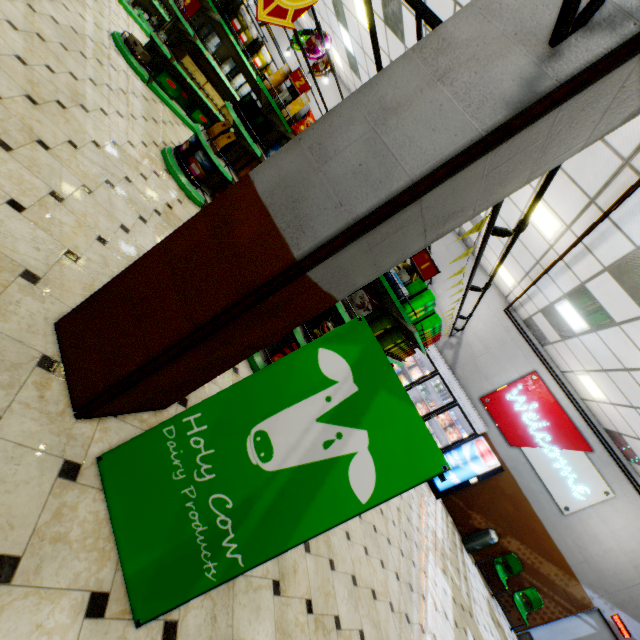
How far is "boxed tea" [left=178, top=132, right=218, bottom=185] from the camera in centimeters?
503cm

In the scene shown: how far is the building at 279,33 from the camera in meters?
14.9 m

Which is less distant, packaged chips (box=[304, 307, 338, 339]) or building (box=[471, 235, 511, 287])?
packaged chips (box=[304, 307, 338, 339])

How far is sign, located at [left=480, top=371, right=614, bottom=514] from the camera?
8.90m

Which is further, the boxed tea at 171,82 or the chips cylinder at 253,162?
the boxed tea at 171,82

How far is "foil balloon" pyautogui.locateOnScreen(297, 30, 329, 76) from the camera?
7.7m

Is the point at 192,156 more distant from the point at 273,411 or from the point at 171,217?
the point at 273,411

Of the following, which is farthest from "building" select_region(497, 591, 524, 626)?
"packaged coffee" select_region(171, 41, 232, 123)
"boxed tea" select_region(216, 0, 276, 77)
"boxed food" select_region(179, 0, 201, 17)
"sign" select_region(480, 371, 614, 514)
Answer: "boxed tea" select_region(216, 0, 276, 77)
